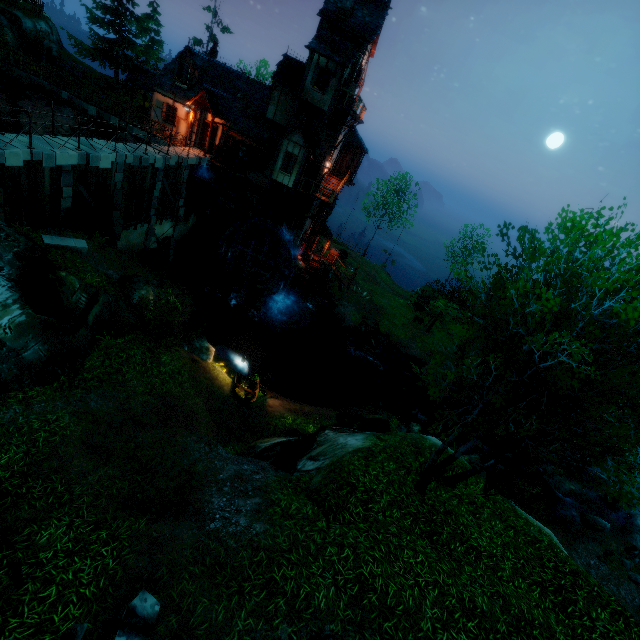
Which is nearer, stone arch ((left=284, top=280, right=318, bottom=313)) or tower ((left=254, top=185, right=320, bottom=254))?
tower ((left=254, top=185, right=320, bottom=254))

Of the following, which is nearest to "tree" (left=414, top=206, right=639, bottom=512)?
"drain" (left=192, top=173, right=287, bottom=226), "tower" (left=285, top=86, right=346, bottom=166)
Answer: "tower" (left=285, top=86, right=346, bottom=166)

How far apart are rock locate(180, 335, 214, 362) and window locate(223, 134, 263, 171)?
15.10m

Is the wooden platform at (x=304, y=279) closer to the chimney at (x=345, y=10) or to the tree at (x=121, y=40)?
the tree at (x=121, y=40)

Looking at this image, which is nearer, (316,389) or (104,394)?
(104,394)

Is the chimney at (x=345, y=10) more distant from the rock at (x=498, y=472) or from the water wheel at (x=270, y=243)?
the rock at (x=498, y=472)

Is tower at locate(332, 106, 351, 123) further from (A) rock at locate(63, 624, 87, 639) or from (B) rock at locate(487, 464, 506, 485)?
(A) rock at locate(63, 624, 87, 639)

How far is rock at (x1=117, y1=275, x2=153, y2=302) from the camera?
15.3m
